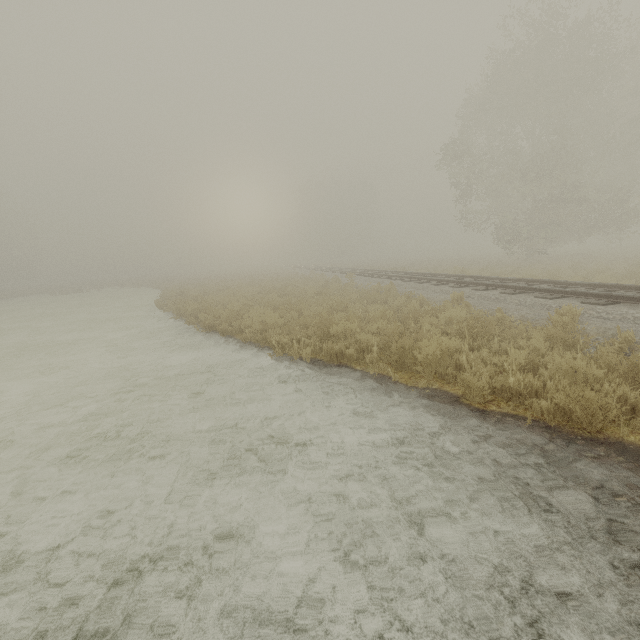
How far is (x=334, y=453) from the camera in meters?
4.0 m
